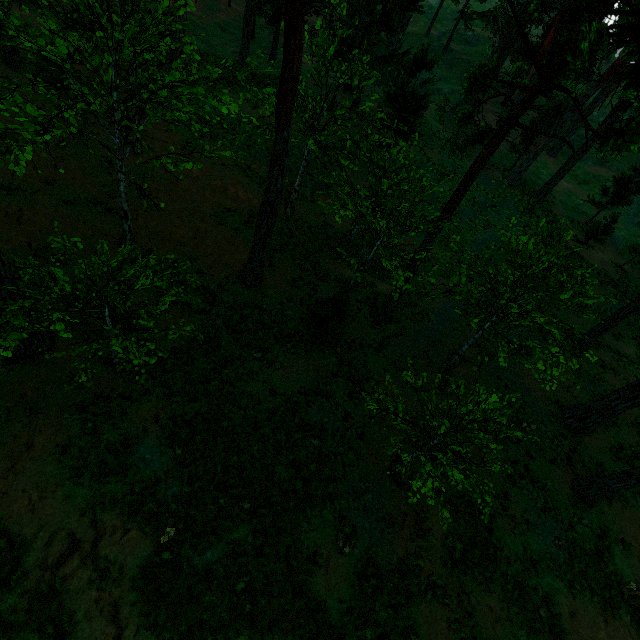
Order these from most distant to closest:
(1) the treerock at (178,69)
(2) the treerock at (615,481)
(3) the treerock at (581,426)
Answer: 1. (3) the treerock at (581,426)
2. (2) the treerock at (615,481)
3. (1) the treerock at (178,69)

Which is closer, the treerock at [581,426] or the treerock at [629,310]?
the treerock at [629,310]

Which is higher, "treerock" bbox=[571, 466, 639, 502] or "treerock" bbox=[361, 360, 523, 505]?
"treerock" bbox=[361, 360, 523, 505]

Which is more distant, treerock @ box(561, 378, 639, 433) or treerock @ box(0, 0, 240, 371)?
treerock @ box(561, 378, 639, 433)

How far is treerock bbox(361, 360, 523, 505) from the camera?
7.7m

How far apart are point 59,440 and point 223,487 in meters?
4.8

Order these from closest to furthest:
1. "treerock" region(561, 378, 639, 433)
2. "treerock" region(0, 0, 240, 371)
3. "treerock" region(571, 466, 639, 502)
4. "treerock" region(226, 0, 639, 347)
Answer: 1. "treerock" region(0, 0, 240, 371)
2. "treerock" region(226, 0, 639, 347)
3. "treerock" region(571, 466, 639, 502)
4. "treerock" region(561, 378, 639, 433)
